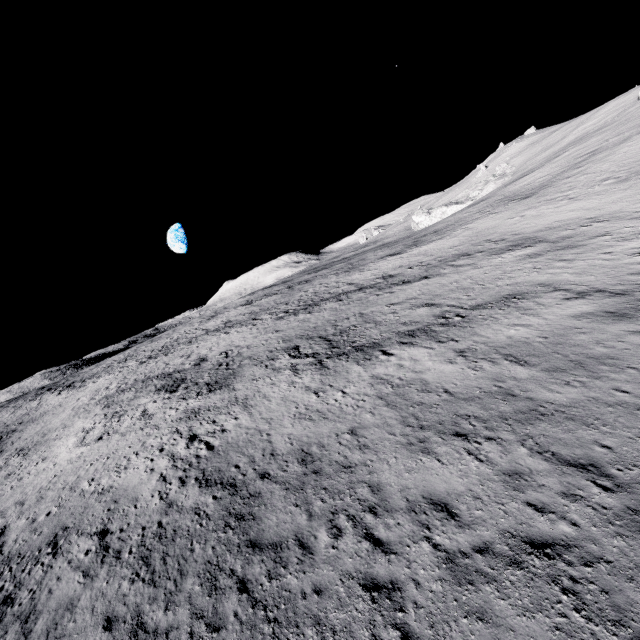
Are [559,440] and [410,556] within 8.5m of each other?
yes
